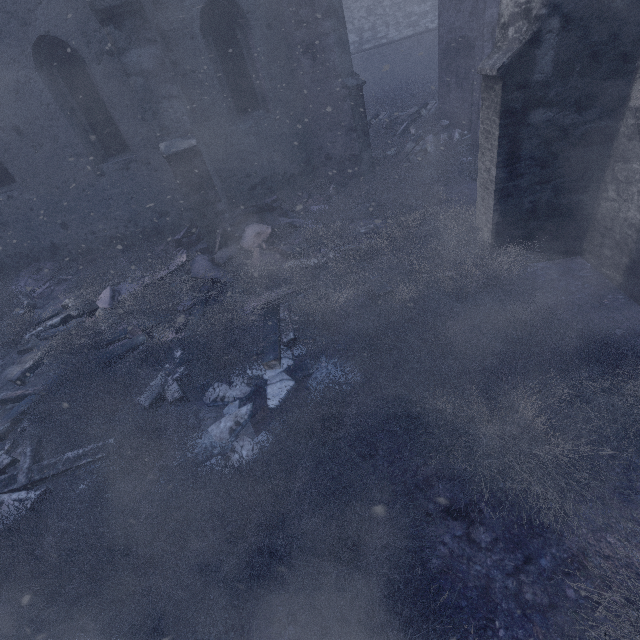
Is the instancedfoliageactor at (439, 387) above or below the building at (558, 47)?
below

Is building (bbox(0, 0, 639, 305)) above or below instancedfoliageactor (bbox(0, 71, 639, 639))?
above

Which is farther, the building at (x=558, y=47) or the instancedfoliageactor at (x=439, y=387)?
the building at (x=558, y=47)

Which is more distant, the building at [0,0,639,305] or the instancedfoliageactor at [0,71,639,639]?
the building at [0,0,639,305]

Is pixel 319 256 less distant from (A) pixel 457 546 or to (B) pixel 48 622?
(A) pixel 457 546
